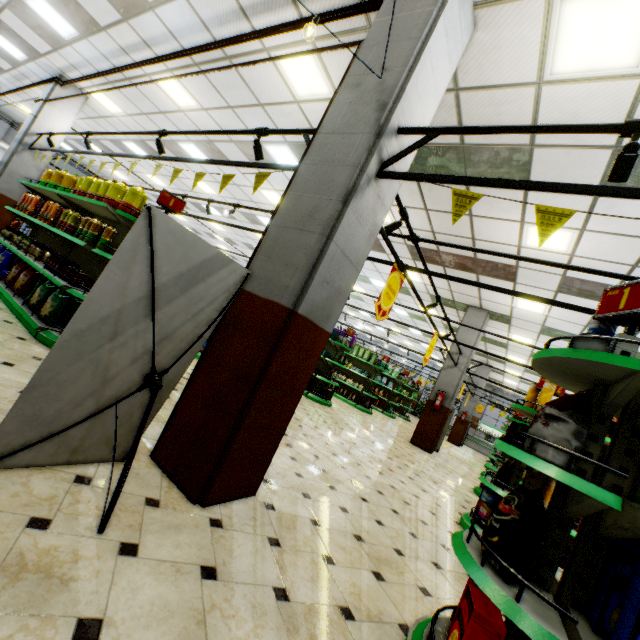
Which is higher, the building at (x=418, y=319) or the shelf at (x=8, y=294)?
the building at (x=418, y=319)

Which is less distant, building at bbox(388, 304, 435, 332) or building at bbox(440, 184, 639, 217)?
building at bbox(440, 184, 639, 217)

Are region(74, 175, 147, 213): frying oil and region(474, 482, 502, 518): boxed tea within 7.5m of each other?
yes

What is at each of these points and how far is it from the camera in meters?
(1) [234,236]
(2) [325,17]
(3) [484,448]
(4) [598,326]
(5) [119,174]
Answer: (1) building, 16.8 m
(2) pipe, 3.6 m
(3) meat refrigerator, 21.4 m
(4) chips cylinder, 2.1 m
(5) building, 15.4 m

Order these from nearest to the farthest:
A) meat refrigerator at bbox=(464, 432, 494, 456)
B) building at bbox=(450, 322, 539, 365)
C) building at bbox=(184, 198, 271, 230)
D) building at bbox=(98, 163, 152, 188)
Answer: building at bbox=(450, 322, 539, 365)
building at bbox=(184, 198, 271, 230)
building at bbox=(98, 163, 152, 188)
meat refrigerator at bbox=(464, 432, 494, 456)

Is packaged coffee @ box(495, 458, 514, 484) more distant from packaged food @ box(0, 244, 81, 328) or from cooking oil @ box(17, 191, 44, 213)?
cooking oil @ box(17, 191, 44, 213)

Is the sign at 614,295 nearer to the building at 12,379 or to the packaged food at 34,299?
the building at 12,379

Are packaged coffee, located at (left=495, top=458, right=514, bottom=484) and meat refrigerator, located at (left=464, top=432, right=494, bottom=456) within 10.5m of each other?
no
